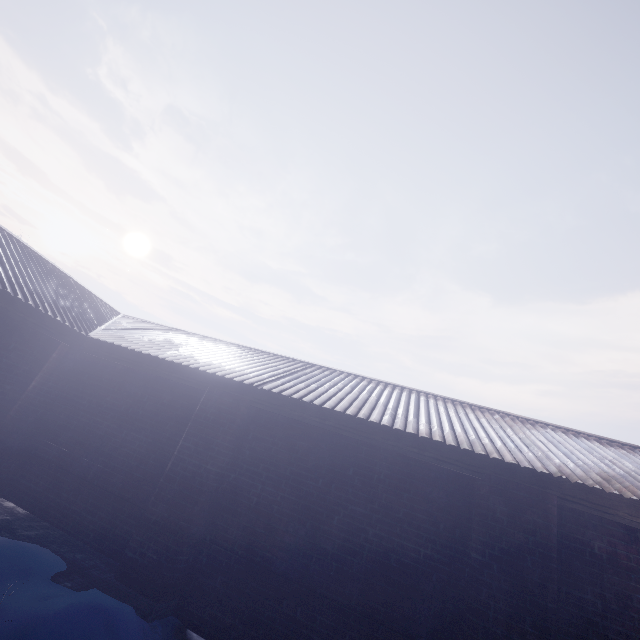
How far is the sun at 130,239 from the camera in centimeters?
5850cm

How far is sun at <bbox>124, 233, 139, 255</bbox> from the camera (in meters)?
58.50

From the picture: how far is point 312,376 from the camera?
5.0m
